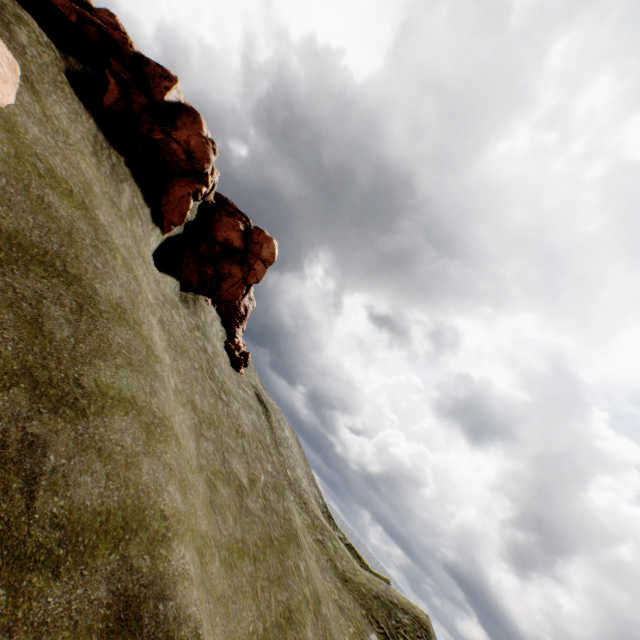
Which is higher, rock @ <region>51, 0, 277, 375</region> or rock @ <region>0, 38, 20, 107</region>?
rock @ <region>51, 0, 277, 375</region>

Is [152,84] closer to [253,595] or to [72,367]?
[72,367]

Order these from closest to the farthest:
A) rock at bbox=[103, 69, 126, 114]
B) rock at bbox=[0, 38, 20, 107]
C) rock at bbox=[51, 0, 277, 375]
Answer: rock at bbox=[0, 38, 20, 107], rock at bbox=[103, 69, 126, 114], rock at bbox=[51, 0, 277, 375]

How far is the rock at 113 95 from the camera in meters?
15.2

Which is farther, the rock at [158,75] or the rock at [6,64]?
the rock at [158,75]

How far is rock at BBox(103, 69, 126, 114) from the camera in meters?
15.2

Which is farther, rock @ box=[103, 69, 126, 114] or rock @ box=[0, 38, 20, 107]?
rock @ box=[103, 69, 126, 114]
